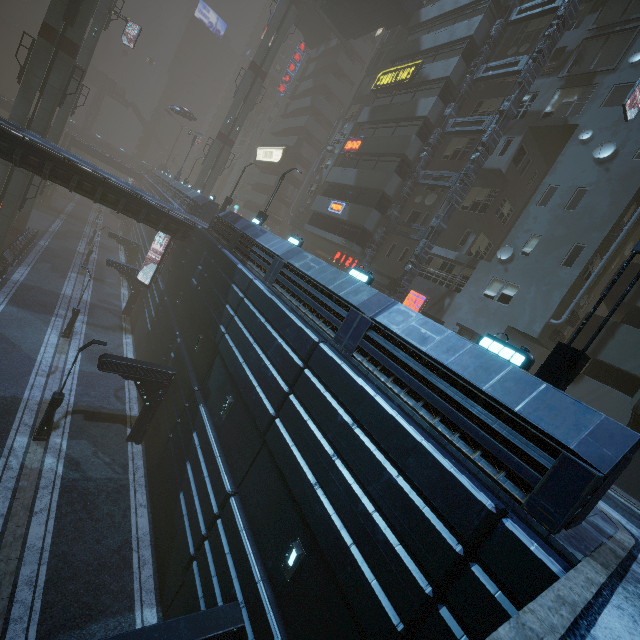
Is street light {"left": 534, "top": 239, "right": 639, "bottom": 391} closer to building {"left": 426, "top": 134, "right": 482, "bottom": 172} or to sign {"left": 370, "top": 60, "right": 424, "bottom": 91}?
building {"left": 426, "top": 134, "right": 482, "bottom": 172}

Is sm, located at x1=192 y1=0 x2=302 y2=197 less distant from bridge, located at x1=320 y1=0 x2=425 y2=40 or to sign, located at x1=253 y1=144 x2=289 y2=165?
bridge, located at x1=320 y1=0 x2=425 y2=40

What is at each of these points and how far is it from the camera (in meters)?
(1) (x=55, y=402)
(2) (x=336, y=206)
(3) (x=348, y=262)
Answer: (1) street light, 15.08
(2) sign, 28.33
(3) sign, 29.28

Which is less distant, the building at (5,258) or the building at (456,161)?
the building at (456,161)

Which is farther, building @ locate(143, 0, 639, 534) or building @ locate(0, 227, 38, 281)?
building @ locate(0, 227, 38, 281)

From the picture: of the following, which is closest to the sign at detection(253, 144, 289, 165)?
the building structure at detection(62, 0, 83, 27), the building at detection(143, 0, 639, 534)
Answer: the building at detection(143, 0, 639, 534)

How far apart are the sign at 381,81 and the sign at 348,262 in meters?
14.2

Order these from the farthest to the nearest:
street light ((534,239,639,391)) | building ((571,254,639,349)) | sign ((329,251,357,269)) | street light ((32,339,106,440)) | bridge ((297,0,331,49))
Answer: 1. bridge ((297,0,331,49))
2. sign ((329,251,357,269))
3. building ((571,254,639,349))
4. street light ((32,339,106,440))
5. street light ((534,239,639,391))
